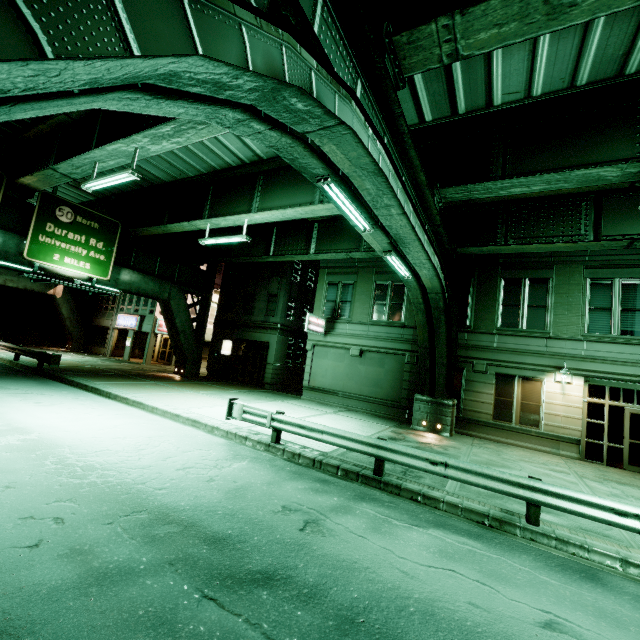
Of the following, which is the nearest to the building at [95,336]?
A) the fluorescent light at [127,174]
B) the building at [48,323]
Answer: the building at [48,323]

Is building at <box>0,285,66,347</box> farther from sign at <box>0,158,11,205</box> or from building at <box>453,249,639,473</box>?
building at <box>453,249,639,473</box>

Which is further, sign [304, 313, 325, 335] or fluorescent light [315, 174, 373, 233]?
sign [304, 313, 325, 335]

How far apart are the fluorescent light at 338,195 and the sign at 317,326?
11.4 meters

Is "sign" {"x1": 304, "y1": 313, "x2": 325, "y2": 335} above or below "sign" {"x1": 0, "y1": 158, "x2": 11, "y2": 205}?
below

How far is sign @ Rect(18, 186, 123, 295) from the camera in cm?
1634

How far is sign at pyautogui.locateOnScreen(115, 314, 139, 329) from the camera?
31.0 meters

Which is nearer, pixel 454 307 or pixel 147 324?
pixel 454 307
